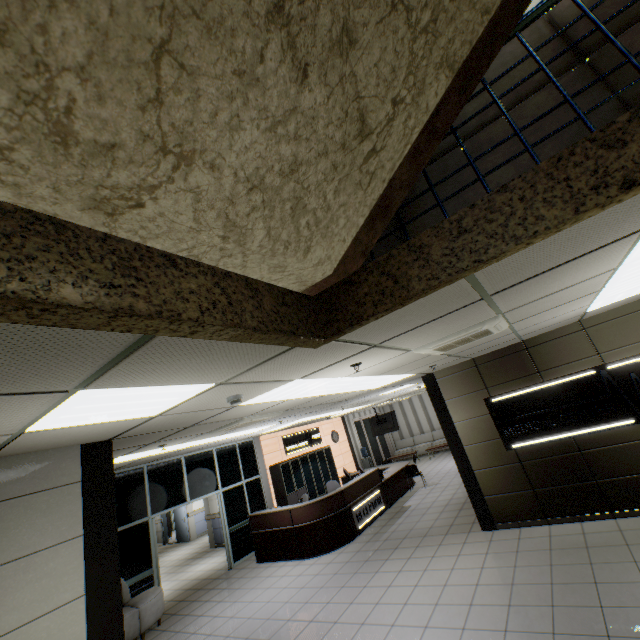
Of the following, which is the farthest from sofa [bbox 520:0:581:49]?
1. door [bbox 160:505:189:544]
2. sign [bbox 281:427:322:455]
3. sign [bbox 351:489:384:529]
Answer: door [bbox 160:505:189:544]

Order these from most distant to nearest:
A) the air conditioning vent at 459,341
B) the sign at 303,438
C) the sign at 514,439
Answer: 1. the sign at 303,438
2. the sign at 514,439
3. the air conditioning vent at 459,341

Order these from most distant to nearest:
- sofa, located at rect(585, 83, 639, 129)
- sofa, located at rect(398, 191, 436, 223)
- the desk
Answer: the desk, sofa, located at rect(398, 191, 436, 223), sofa, located at rect(585, 83, 639, 129)

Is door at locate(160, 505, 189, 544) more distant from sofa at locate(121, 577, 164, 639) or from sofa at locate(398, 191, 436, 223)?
sofa at locate(398, 191, 436, 223)

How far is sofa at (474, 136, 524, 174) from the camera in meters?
1.8 m

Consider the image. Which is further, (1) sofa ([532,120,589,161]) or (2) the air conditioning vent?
(2) the air conditioning vent

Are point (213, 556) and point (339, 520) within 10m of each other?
A: yes

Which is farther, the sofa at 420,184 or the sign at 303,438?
the sign at 303,438
